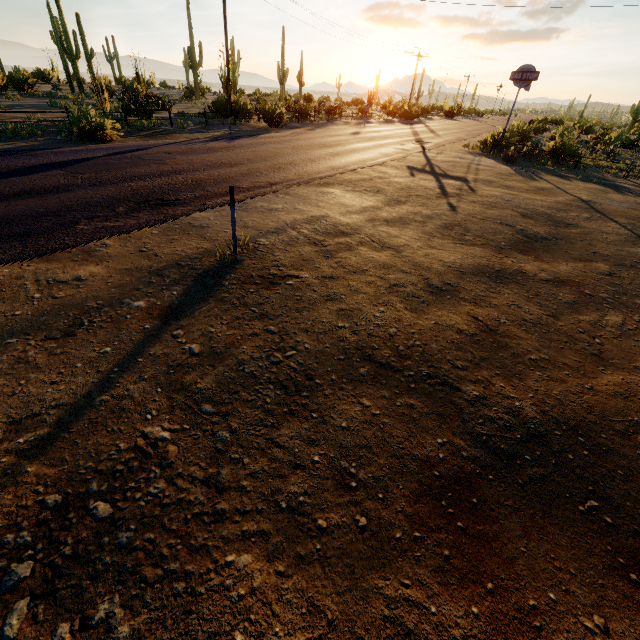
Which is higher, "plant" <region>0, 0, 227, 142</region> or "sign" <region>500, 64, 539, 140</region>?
"sign" <region>500, 64, 539, 140</region>

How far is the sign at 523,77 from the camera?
19.36m

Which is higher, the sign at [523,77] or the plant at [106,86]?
the sign at [523,77]

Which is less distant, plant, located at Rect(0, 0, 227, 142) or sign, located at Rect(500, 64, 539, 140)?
plant, located at Rect(0, 0, 227, 142)

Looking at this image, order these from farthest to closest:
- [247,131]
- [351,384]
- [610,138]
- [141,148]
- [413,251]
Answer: [610,138]
[247,131]
[141,148]
[413,251]
[351,384]

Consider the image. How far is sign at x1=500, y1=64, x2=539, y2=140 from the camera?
19.36m
